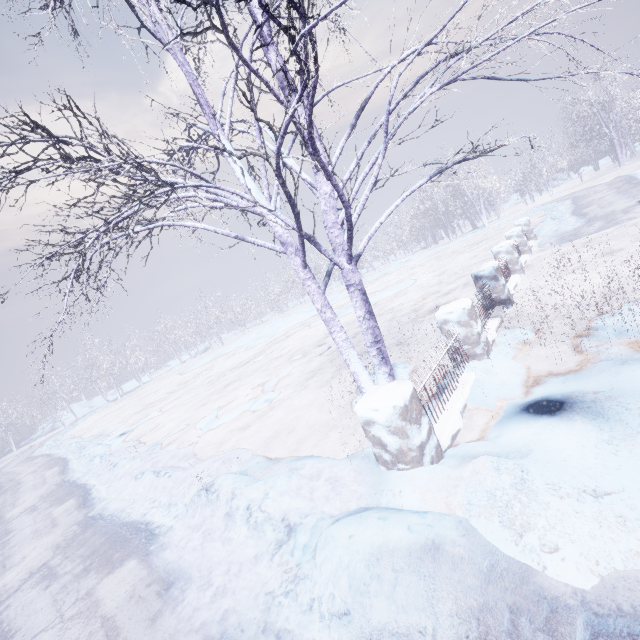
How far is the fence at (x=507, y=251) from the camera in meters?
2.7

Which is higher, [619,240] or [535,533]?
[535,533]

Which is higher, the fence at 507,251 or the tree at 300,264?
the tree at 300,264

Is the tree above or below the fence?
above

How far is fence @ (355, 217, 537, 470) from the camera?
2.68m
